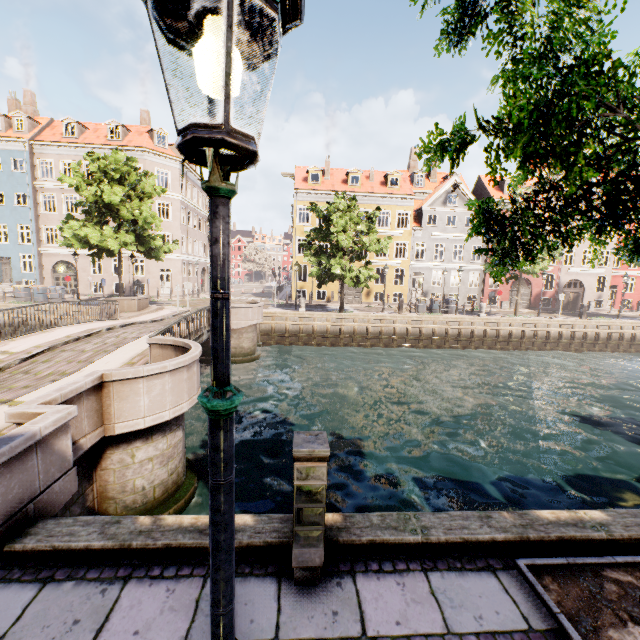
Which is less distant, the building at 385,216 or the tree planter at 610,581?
the tree planter at 610,581

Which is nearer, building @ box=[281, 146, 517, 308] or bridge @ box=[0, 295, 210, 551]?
bridge @ box=[0, 295, 210, 551]

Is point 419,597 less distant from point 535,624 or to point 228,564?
point 535,624

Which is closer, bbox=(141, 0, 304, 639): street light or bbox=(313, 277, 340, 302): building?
bbox=(141, 0, 304, 639): street light

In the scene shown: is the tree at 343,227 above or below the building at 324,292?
above

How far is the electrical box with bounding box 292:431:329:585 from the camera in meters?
2.6

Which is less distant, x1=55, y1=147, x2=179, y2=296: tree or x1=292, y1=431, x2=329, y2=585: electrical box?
x1=292, y1=431, x2=329, y2=585: electrical box

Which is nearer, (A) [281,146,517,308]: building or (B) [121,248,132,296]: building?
(B) [121,248,132,296]: building
